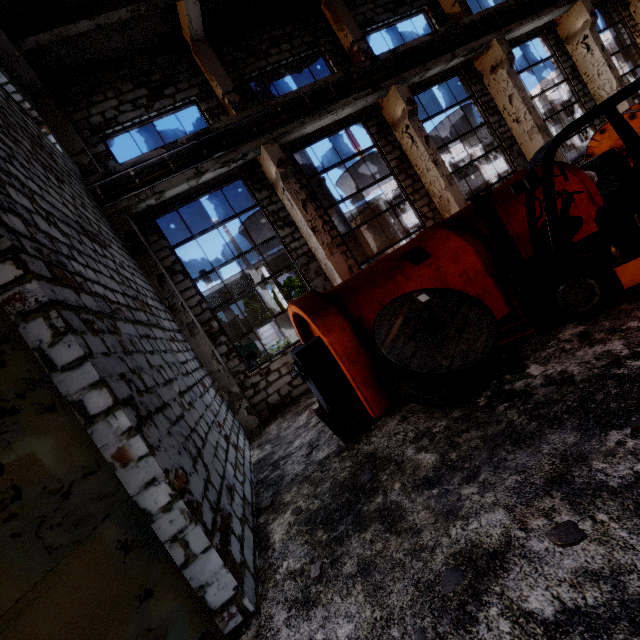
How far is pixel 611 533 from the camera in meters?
1.9 m

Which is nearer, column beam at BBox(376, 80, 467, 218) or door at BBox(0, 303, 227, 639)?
door at BBox(0, 303, 227, 639)

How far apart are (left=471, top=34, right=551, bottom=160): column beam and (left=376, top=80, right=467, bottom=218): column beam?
3.89m

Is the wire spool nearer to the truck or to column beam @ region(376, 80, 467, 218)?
column beam @ region(376, 80, 467, 218)

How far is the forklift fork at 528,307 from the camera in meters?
4.5 m

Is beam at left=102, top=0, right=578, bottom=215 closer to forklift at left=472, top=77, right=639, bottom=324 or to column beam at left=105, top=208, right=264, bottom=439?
column beam at left=105, top=208, right=264, bottom=439

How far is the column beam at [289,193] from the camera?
8.7 meters

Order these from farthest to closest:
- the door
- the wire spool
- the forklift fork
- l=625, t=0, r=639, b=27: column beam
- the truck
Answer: the truck
l=625, t=0, r=639, b=27: column beam
the forklift fork
the wire spool
the door
